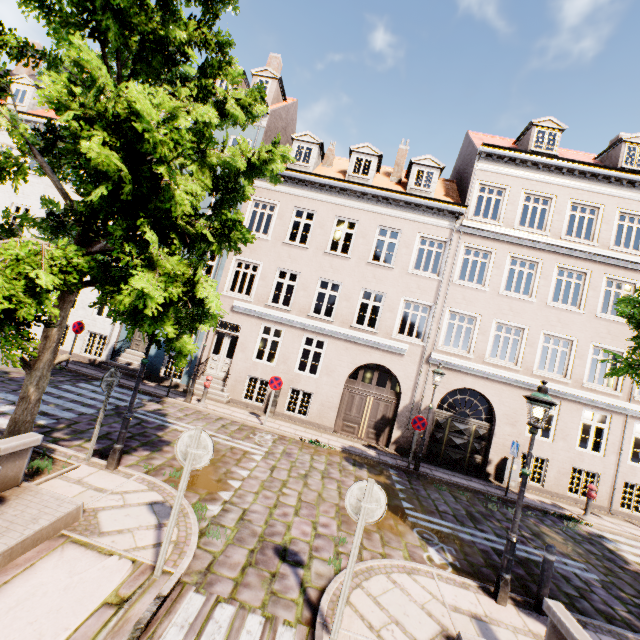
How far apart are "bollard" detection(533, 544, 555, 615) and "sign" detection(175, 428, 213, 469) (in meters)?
6.06

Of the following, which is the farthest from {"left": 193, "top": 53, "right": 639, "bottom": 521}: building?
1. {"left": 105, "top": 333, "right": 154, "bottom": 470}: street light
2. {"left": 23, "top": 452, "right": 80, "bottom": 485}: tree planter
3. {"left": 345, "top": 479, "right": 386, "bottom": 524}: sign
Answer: {"left": 23, "top": 452, "right": 80, "bottom": 485}: tree planter

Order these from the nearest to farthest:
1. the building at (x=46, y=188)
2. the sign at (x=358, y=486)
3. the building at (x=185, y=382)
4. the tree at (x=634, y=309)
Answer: the sign at (x=358, y=486) < the tree at (x=634, y=309) < the building at (x=185, y=382) < the building at (x=46, y=188)

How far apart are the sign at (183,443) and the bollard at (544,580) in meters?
6.1

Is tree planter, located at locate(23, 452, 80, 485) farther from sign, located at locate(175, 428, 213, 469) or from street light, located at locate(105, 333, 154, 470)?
sign, located at locate(175, 428, 213, 469)

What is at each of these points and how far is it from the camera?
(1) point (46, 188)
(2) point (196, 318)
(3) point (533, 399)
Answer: (1) building, 16.0m
(2) tree, 7.4m
(3) street light, 5.7m

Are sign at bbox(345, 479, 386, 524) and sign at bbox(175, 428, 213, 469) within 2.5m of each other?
yes

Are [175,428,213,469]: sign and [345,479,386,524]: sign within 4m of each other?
yes
